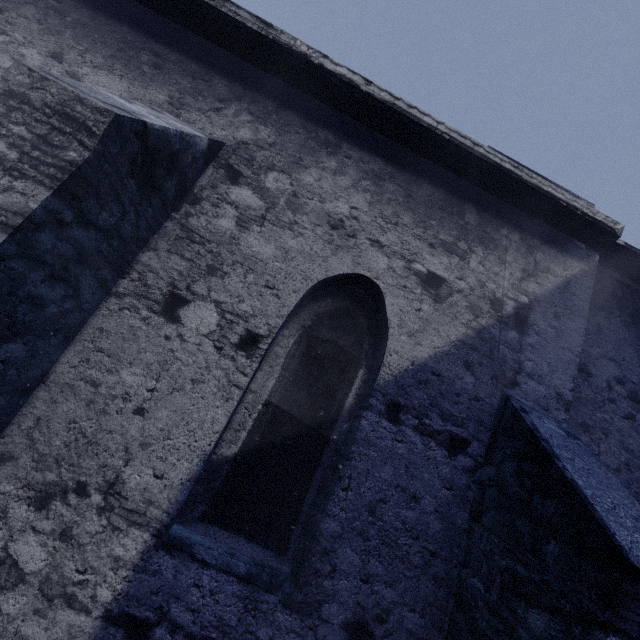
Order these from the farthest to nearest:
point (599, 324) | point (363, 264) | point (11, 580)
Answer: point (599, 324), point (363, 264), point (11, 580)
